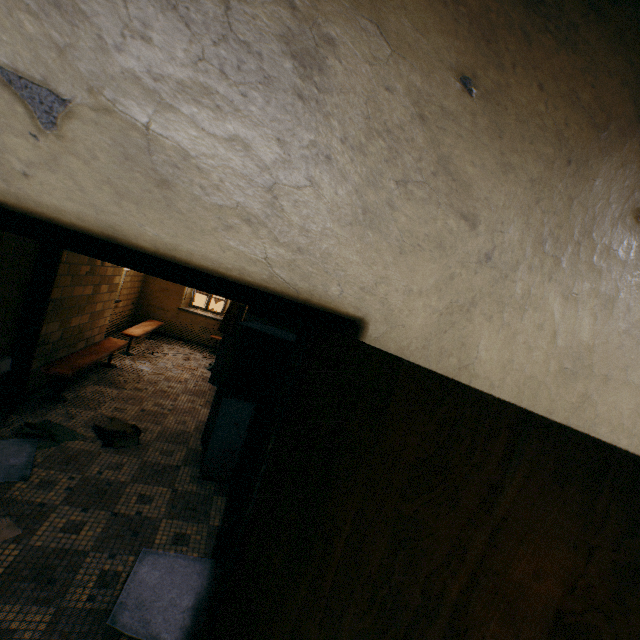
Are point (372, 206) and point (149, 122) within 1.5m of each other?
yes

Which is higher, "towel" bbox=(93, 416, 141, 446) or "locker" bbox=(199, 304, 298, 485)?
"locker" bbox=(199, 304, 298, 485)

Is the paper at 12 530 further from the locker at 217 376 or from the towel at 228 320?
the towel at 228 320

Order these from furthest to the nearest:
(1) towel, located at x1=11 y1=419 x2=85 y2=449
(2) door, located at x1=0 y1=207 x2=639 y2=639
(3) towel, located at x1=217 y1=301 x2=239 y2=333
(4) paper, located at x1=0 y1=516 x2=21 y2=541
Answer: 1. (3) towel, located at x1=217 y1=301 x2=239 y2=333
2. (1) towel, located at x1=11 y1=419 x2=85 y2=449
3. (4) paper, located at x1=0 y1=516 x2=21 y2=541
4. (2) door, located at x1=0 y1=207 x2=639 y2=639

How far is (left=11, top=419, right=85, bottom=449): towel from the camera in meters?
3.2 m

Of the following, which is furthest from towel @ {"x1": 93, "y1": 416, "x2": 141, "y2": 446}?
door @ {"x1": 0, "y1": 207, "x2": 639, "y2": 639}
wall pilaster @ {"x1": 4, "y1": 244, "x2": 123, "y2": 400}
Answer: door @ {"x1": 0, "y1": 207, "x2": 639, "y2": 639}

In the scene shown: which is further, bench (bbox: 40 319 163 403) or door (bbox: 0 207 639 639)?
bench (bbox: 40 319 163 403)

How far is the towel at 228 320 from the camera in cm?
587
